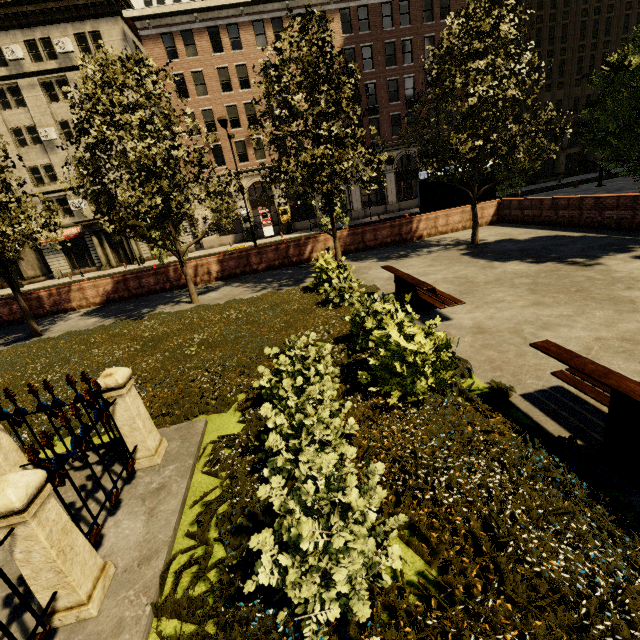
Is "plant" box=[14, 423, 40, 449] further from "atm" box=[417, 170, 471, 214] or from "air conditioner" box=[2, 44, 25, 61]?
"air conditioner" box=[2, 44, 25, 61]

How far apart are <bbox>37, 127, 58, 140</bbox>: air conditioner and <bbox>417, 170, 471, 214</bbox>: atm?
32.19m

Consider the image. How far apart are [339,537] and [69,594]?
2.31m

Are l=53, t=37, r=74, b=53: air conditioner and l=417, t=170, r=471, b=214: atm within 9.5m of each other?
no

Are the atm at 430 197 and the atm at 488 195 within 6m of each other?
yes

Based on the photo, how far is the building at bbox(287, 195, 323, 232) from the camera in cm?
3424

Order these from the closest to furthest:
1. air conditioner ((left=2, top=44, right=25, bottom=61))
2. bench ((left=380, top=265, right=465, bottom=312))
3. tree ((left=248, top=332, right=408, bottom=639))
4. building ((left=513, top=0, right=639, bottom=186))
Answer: tree ((left=248, top=332, right=408, bottom=639)) < bench ((left=380, top=265, right=465, bottom=312)) < air conditioner ((left=2, top=44, right=25, bottom=61)) < building ((left=513, top=0, right=639, bottom=186))

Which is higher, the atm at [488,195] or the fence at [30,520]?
the atm at [488,195]
